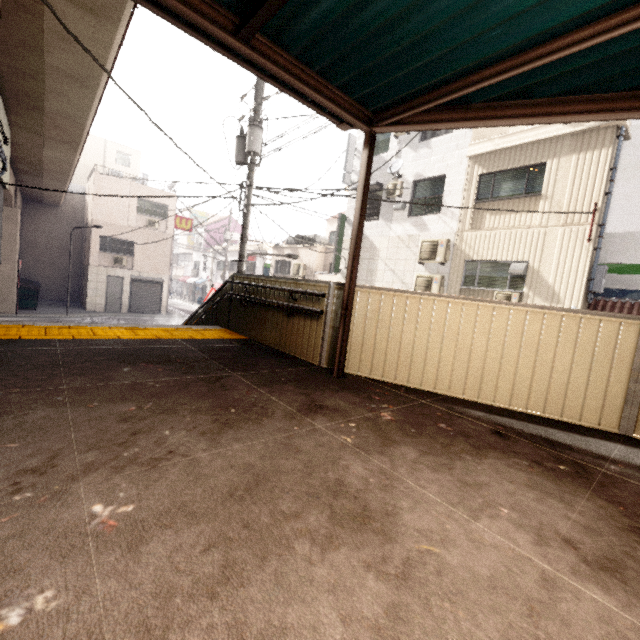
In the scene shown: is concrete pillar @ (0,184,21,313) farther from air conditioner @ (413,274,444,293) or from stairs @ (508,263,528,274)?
stairs @ (508,263,528,274)

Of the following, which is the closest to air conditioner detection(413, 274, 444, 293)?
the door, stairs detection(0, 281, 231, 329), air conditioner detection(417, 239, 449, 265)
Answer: air conditioner detection(417, 239, 449, 265)

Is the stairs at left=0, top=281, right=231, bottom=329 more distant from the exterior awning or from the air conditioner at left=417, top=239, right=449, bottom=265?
the air conditioner at left=417, top=239, right=449, bottom=265

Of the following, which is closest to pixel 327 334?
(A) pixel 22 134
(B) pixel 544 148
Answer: (B) pixel 544 148

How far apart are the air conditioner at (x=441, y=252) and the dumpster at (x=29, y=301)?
21.2m

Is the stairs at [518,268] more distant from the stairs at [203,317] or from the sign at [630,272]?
the stairs at [203,317]

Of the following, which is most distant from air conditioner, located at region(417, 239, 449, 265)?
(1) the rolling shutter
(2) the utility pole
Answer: (1) the rolling shutter

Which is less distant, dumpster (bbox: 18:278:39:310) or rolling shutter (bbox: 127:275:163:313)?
dumpster (bbox: 18:278:39:310)
